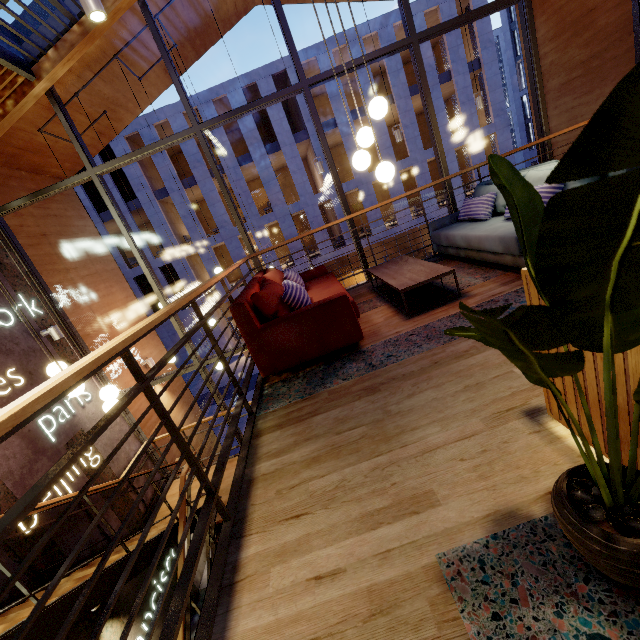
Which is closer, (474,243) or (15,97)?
(474,243)

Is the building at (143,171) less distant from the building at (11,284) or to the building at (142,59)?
the building at (142,59)

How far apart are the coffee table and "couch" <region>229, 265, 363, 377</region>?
0.5 meters

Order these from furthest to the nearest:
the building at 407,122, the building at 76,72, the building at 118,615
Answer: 1. the building at 407,122
2. the building at 76,72
3. the building at 118,615

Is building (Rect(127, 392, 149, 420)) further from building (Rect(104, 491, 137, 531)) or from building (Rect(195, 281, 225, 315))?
building (Rect(195, 281, 225, 315))

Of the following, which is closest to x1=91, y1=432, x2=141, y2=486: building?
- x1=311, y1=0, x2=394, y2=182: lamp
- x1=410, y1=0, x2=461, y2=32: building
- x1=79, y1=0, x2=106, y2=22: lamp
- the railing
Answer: the railing

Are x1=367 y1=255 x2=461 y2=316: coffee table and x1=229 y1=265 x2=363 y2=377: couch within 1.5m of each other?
yes

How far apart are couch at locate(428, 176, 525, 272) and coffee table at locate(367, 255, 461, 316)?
0.54m
